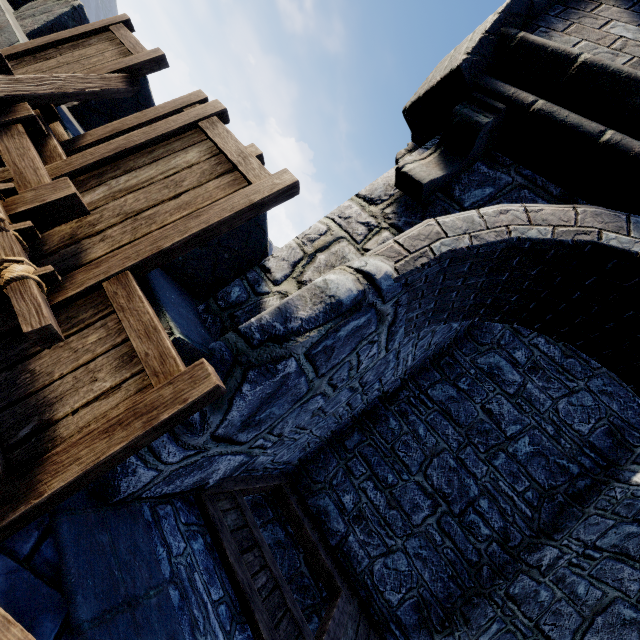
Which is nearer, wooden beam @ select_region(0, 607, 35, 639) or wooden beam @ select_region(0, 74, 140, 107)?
wooden beam @ select_region(0, 607, 35, 639)

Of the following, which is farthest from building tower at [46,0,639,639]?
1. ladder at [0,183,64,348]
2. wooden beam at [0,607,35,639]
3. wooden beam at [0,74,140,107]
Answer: wooden beam at [0,74,140,107]

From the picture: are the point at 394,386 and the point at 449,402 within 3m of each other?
yes

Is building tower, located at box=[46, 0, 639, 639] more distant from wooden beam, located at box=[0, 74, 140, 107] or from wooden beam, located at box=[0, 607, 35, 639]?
wooden beam, located at box=[0, 74, 140, 107]

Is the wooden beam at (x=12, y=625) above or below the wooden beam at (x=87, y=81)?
below

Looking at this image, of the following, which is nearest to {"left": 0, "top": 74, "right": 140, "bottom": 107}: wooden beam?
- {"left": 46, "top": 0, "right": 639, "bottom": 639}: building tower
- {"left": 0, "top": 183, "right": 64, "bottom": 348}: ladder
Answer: {"left": 0, "top": 183, "right": 64, "bottom": 348}: ladder

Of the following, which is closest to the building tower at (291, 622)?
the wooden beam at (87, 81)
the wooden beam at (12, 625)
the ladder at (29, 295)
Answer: the wooden beam at (12, 625)

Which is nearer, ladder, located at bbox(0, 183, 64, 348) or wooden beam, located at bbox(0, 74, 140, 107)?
ladder, located at bbox(0, 183, 64, 348)
